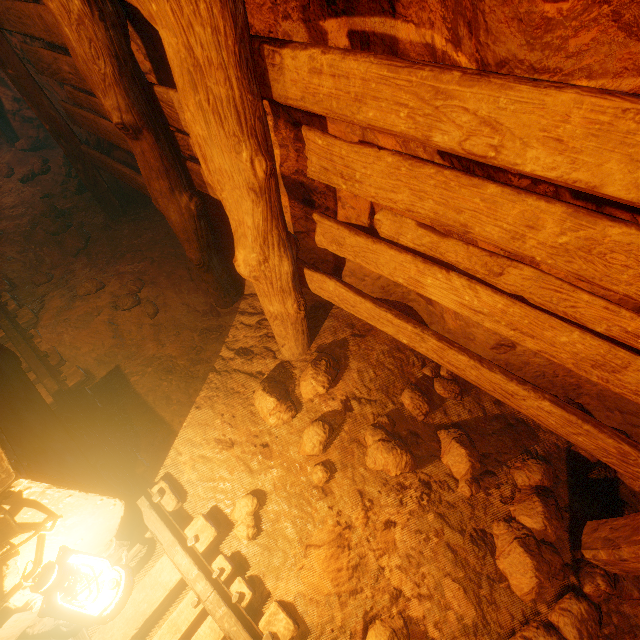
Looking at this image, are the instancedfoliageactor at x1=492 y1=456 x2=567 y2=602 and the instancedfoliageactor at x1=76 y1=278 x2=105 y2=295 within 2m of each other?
no

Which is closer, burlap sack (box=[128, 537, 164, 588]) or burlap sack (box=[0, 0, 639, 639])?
burlap sack (box=[0, 0, 639, 639])

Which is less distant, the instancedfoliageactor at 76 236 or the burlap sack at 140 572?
the burlap sack at 140 572

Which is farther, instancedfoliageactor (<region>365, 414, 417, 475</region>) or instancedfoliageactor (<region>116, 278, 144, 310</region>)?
instancedfoliageactor (<region>116, 278, 144, 310</region>)

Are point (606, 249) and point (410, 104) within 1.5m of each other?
yes

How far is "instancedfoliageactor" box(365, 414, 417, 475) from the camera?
2.4 meters

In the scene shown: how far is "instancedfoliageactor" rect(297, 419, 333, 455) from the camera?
2.6m

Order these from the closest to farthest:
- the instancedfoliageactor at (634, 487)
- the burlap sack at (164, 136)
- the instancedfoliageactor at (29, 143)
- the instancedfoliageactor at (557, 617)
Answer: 1. the burlap sack at (164, 136)
2. the instancedfoliageactor at (557, 617)
3. the instancedfoliageactor at (634, 487)
4. the instancedfoliageactor at (29, 143)
